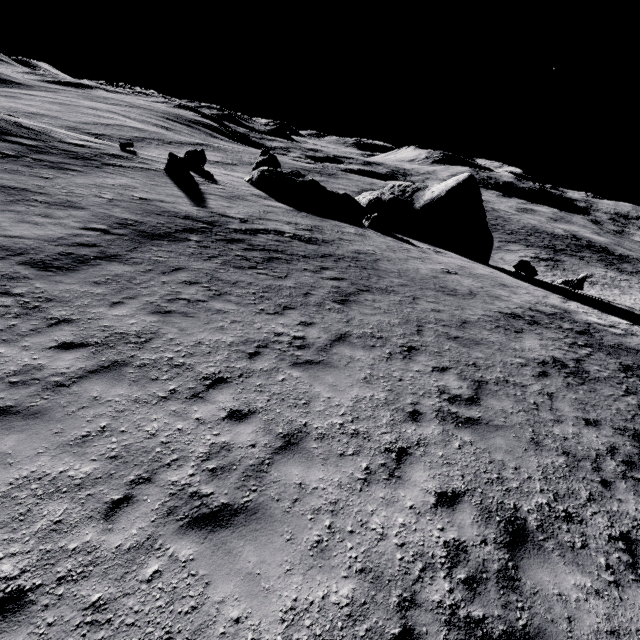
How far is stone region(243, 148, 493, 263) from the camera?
26.2m

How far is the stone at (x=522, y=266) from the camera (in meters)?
25.67

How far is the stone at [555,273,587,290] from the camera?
25.9 meters

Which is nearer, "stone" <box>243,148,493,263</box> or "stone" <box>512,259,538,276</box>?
"stone" <box>512,259,538,276</box>

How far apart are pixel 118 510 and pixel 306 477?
2.77m

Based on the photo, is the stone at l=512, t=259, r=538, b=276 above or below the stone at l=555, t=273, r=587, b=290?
above

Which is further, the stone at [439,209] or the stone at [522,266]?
the stone at [439,209]
